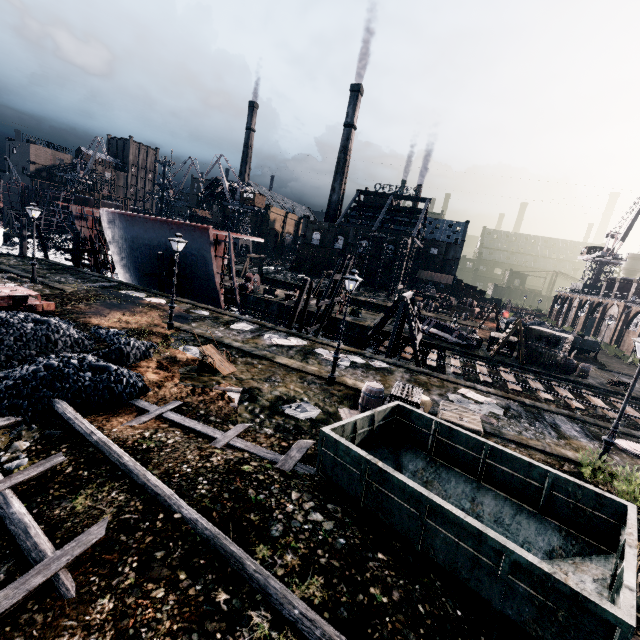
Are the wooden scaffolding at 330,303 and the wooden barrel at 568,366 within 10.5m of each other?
no

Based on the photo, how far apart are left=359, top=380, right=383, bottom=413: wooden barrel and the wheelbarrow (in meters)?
6.20

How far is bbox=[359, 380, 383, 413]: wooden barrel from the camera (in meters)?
13.47

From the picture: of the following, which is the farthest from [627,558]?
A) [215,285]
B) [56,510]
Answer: [215,285]

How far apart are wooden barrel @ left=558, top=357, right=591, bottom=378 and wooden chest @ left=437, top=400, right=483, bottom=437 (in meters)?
23.08

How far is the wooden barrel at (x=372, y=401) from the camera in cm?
1347

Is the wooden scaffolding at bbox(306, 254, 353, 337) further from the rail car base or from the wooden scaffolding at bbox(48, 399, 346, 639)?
the wooden scaffolding at bbox(48, 399, 346, 639)

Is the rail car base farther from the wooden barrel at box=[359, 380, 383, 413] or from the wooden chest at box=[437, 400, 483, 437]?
the wooden chest at box=[437, 400, 483, 437]
